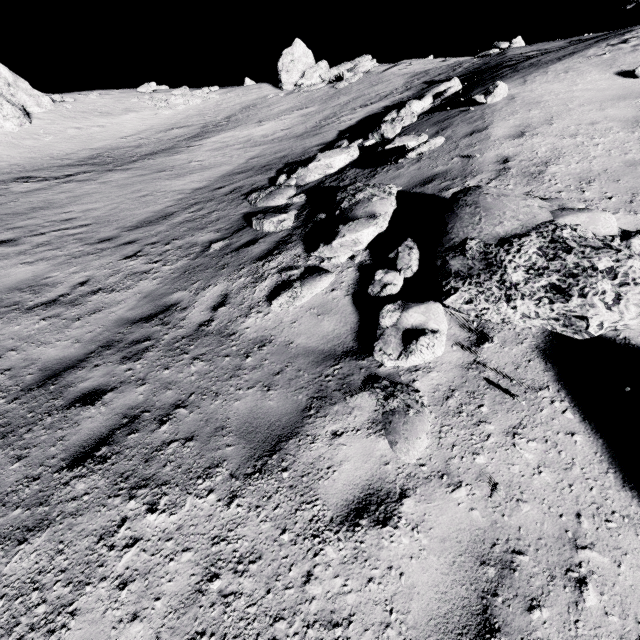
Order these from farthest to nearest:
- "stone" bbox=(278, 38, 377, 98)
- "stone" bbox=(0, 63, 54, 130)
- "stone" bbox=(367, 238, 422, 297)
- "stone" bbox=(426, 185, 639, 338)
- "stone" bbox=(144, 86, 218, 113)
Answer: "stone" bbox=(144, 86, 218, 113) → "stone" bbox=(0, 63, 54, 130) → "stone" bbox=(278, 38, 377, 98) → "stone" bbox=(367, 238, 422, 297) → "stone" bbox=(426, 185, 639, 338)

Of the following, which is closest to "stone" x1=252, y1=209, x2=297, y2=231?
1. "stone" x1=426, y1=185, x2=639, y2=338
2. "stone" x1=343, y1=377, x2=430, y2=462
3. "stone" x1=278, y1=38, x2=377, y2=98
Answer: "stone" x1=426, y1=185, x2=639, y2=338

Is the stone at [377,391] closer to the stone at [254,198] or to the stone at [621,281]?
the stone at [621,281]

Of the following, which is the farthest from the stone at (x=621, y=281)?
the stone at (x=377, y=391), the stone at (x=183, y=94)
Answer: the stone at (x=183, y=94)

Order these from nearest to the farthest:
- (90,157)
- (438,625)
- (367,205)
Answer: (438,625)
(367,205)
(90,157)

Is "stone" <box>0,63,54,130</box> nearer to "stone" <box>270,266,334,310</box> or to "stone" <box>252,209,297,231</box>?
"stone" <box>252,209,297,231</box>

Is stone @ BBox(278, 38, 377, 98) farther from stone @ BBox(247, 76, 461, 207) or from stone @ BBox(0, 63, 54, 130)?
stone @ BBox(0, 63, 54, 130)

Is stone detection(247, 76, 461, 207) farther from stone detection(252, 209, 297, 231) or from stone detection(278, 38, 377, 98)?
stone detection(278, 38, 377, 98)
